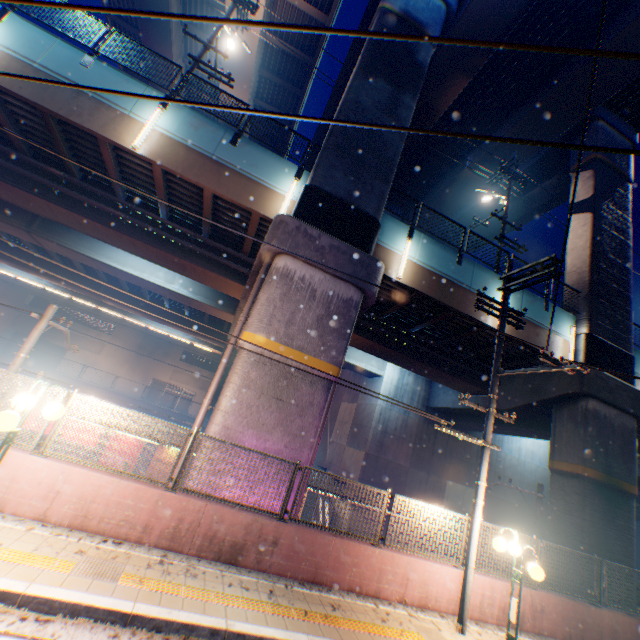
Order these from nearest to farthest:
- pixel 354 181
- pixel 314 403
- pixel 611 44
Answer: pixel 314 403 → pixel 354 181 → pixel 611 44

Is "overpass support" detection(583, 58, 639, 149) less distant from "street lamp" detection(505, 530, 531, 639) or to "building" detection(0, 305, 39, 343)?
"street lamp" detection(505, 530, 531, 639)

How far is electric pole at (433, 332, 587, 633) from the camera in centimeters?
738cm

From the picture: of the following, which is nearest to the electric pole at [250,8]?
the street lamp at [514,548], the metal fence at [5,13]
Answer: the metal fence at [5,13]

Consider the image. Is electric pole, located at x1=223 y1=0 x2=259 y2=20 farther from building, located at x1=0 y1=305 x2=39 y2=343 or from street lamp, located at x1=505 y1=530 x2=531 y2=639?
building, located at x1=0 y1=305 x2=39 y2=343

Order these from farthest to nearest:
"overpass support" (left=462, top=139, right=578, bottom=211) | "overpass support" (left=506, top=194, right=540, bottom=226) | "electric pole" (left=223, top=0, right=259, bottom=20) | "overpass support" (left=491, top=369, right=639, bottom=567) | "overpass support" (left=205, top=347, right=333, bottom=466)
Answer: "overpass support" (left=506, top=194, right=540, bottom=226) < "overpass support" (left=462, top=139, right=578, bottom=211) < "electric pole" (left=223, top=0, right=259, bottom=20) < "overpass support" (left=491, top=369, right=639, bottom=567) < "overpass support" (left=205, top=347, right=333, bottom=466)

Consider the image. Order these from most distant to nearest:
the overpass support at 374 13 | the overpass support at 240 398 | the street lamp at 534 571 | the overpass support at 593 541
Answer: the overpass support at 374 13 < the overpass support at 593 541 < the overpass support at 240 398 < the street lamp at 534 571

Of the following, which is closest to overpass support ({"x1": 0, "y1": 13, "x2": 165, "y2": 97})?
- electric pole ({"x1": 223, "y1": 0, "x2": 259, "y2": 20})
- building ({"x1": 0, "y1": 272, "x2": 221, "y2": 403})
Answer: electric pole ({"x1": 223, "y1": 0, "x2": 259, "y2": 20})
